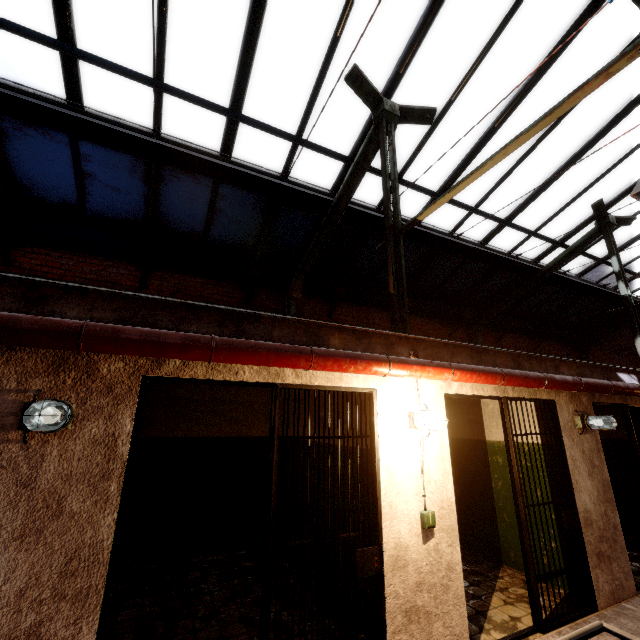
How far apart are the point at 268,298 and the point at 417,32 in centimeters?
517cm

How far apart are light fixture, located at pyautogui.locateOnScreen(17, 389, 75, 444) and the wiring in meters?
2.9 m

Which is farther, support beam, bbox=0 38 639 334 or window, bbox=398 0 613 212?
window, bbox=398 0 613 212

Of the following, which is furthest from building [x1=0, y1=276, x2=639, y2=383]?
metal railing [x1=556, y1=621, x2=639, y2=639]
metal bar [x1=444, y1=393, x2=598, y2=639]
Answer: metal railing [x1=556, y1=621, x2=639, y2=639]

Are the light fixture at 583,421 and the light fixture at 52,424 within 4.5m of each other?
no

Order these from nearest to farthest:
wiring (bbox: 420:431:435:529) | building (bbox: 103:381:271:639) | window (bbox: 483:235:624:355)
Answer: wiring (bbox: 420:431:435:529)
building (bbox: 103:381:271:639)
window (bbox: 483:235:624:355)

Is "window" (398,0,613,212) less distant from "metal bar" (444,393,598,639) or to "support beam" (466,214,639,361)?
"support beam" (466,214,639,361)

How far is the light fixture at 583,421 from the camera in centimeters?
445cm
